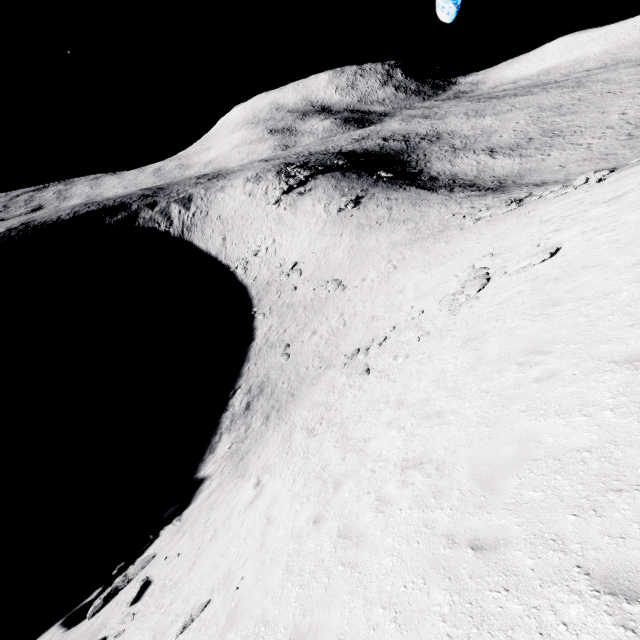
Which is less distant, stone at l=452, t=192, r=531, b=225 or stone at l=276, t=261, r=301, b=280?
stone at l=452, t=192, r=531, b=225

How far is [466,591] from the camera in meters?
4.2

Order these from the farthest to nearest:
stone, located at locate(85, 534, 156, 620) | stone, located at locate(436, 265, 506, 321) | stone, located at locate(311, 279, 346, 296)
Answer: stone, located at locate(311, 279, 346, 296) → stone, located at locate(436, 265, 506, 321) → stone, located at locate(85, 534, 156, 620)

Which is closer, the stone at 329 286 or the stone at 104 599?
the stone at 104 599

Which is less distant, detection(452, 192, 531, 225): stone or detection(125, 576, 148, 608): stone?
detection(125, 576, 148, 608): stone

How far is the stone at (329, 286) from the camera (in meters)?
35.91

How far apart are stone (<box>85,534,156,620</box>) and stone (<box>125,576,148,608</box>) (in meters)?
0.56

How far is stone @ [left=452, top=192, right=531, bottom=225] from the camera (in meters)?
26.81
